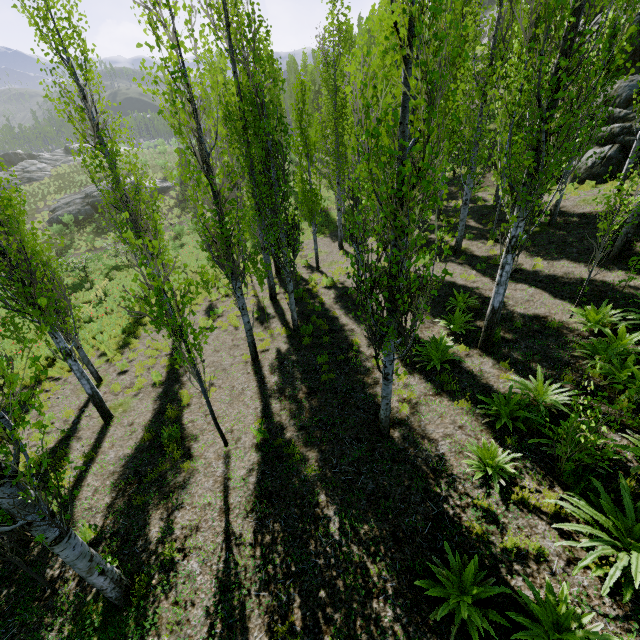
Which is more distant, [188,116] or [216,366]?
[216,366]

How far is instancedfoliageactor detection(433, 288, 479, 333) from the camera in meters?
9.1

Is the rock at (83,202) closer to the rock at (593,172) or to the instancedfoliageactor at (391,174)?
the instancedfoliageactor at (391,174)

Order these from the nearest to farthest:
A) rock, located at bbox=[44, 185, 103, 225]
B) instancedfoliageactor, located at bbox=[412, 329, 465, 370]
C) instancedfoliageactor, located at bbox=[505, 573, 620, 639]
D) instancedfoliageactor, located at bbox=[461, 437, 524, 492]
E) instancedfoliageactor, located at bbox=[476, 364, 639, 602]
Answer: instancedfoliageactor, located at bbox=[505, 573, 620, 639], instancedfoliageactor, located at bbox=[476, 364, 639, 602], instancedfoliageactor, located at bbox=[461, 437, 524, 492], instancedfoliageactor, located at bbox=[412, 329, 465, 370], rock, located at bbox=[44, 185, 103, 225]

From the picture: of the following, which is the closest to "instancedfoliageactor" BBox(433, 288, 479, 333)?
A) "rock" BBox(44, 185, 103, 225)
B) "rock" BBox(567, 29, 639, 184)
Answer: "rock" BBox(567, 29, 639, 184)

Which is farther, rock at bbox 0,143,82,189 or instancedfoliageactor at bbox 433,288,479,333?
rock at bbox 0,143,82,189

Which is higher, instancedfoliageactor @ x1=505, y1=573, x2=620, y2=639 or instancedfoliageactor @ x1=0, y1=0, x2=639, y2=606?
instancedfoliageactor @ x1=0, y1=0, x2=639, y2=606
